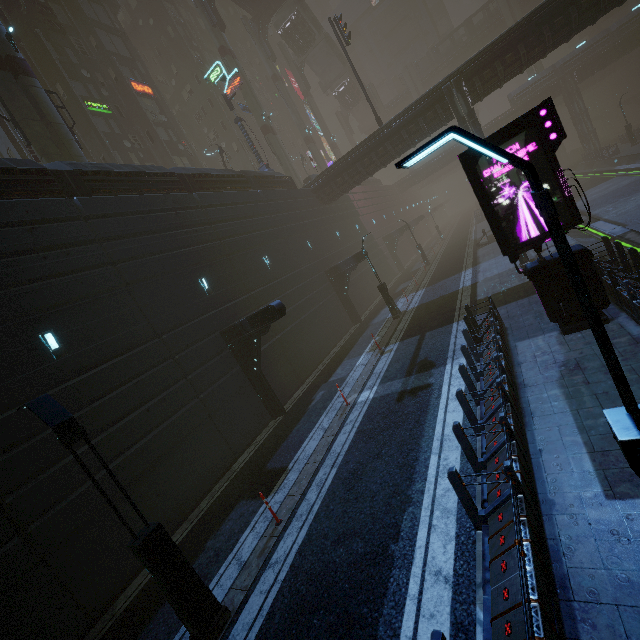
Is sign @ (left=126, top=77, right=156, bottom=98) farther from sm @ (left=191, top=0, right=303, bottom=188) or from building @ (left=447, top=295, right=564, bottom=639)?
sm @ (left=191, top=0, right=303, bottom=188)

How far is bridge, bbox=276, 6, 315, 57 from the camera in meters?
44.2 m

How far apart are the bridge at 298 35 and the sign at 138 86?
24.54m

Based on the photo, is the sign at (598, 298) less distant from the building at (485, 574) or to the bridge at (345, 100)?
the building at (485, 574)

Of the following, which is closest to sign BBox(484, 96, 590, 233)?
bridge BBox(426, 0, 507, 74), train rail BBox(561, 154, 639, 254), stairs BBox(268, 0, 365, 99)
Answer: train rail BBox(561, 154, 639, 254)

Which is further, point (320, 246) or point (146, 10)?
point (146, 10)

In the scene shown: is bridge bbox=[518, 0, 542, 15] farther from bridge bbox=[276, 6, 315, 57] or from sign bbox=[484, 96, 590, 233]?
sign bbox=[484, 96, 590, 233]

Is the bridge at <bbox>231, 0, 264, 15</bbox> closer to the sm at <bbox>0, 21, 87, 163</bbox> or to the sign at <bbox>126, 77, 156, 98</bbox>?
the sign at <bbox>126, 77, 156, 98</bbox>
